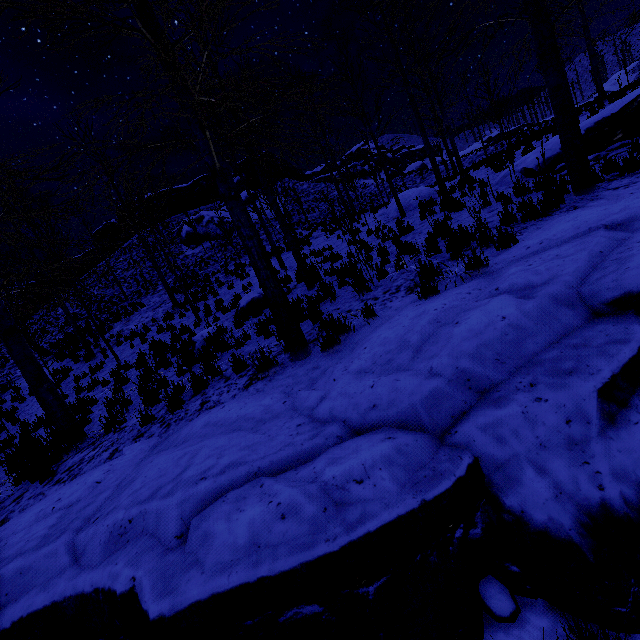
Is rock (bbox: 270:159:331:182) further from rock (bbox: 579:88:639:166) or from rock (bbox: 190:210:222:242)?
rock (bbox: 579:88:639:166)

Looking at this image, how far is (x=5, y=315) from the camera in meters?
5.6 m

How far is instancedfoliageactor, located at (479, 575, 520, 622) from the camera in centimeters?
190cm

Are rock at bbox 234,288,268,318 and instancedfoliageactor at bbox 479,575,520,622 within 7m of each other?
no

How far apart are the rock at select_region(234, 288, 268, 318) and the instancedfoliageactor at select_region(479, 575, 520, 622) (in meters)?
8.41

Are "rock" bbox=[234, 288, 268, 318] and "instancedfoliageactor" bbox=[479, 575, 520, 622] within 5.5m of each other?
no

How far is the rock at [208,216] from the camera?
30.1 meters

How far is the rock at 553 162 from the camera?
8.4m
